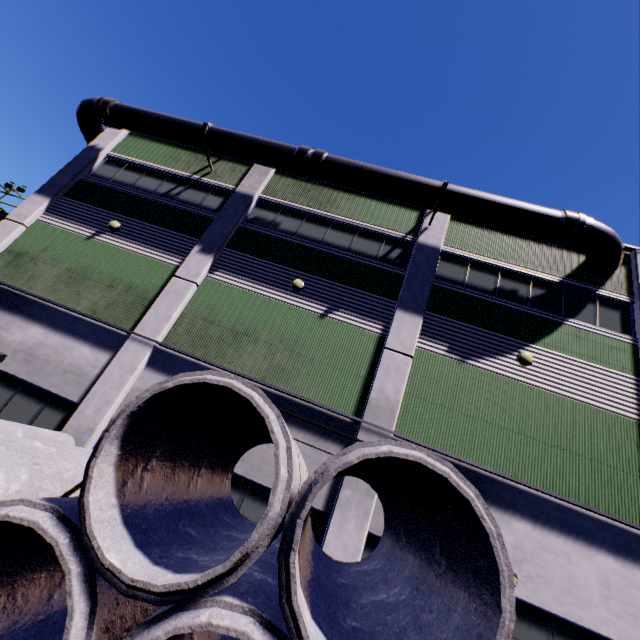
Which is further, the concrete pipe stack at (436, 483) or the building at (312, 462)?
the building at (312, 462)

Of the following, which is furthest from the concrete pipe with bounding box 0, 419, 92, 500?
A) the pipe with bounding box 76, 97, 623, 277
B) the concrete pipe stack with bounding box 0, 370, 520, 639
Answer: the pipe with bounding box 76, 97, 623, 277

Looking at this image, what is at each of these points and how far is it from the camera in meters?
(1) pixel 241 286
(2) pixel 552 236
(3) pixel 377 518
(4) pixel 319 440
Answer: (1) building, 11.8
(2) pipe, 11.4
(3) building, 8.4
(4) building, 9.3

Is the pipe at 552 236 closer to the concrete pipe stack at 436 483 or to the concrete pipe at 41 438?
the concrete pipe stack at 436 483

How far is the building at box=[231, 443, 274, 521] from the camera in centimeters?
863cm

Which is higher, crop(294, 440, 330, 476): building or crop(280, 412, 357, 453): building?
crop(280, 412, 357, 453): building

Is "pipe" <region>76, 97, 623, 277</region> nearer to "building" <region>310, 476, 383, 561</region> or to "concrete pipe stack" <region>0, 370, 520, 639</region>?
"building" <region>310, 476, 383, 561</region>

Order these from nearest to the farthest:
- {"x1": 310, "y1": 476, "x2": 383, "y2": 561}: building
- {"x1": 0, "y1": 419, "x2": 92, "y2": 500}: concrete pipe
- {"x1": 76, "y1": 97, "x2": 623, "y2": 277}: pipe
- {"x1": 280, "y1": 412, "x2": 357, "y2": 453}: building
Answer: {"x1": 0, "y1": 419, "x2": 92, "y2": 500}: concrete pipe < {"x1": 310, "y1": 476, "x2": 383, "y2": 561}: building < {"x1": 280, "y1": 412, "x2": 357, "y2": 453}: building < {"x1": 76, "y1": 97, "x2": 623, "y2": 277}: pipe
